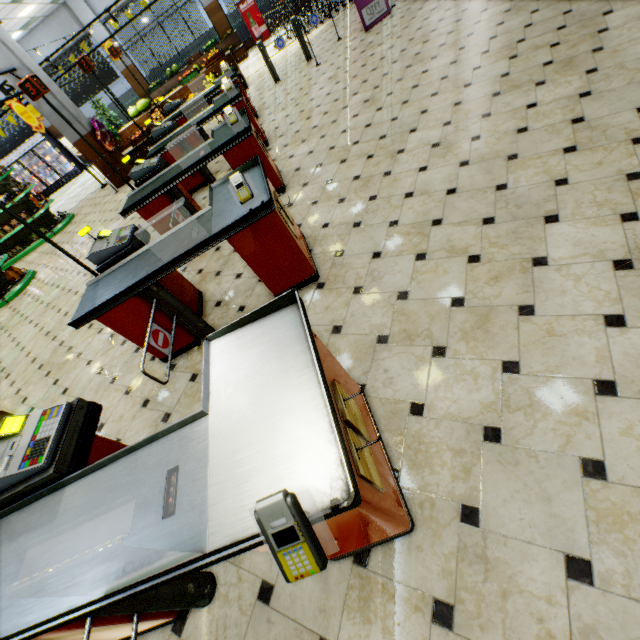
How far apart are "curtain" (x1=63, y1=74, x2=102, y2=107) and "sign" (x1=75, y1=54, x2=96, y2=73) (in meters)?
14.35

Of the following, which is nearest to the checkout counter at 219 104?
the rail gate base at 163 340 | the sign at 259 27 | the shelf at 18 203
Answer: the rail gate base at 163 340

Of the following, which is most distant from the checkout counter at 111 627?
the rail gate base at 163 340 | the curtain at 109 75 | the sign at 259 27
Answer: the curtain at 109 75

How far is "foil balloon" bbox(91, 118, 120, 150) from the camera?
9.3 meters

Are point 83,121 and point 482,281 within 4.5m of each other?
no

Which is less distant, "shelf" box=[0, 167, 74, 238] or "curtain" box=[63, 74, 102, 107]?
"shelf" box=[0, 167, 74, 238]

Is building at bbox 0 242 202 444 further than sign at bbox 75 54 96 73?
No

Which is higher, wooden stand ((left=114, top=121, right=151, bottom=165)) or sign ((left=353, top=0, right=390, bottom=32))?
wooden stand ((left=114, top=121, right=151, bottom=165))
